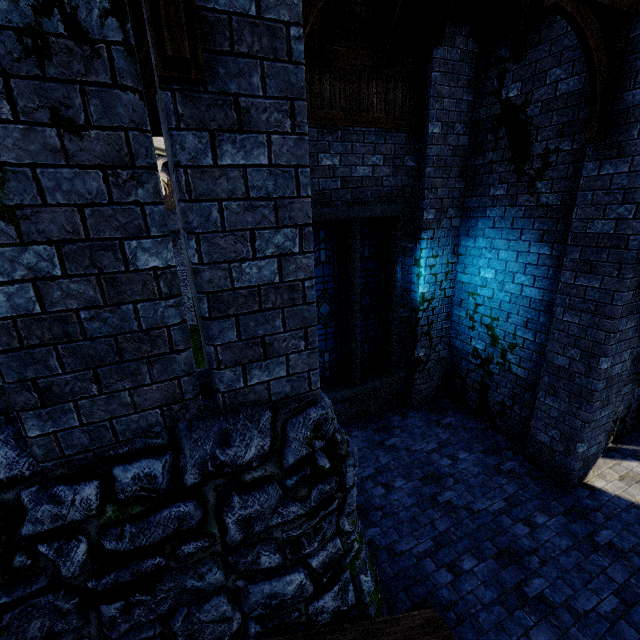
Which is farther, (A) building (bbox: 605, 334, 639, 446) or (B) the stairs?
(A) building (bbox: 605, 334, 639, 446)

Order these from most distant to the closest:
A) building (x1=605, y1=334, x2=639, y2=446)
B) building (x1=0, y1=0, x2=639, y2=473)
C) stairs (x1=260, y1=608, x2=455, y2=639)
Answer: building (x1=605, y1=334, x2=639, y2=446) < stairs (x1=260, y1=608, x2=455, y2=639) < building (x1=0, y1=0, x2=639, y2=473)

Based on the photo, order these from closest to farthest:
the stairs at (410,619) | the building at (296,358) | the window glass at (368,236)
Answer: the building at (296,358) < the stairs at (410,619) < the window glass at (368,236)

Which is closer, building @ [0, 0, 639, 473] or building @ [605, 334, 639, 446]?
building @ [0, 0, 639, 473]

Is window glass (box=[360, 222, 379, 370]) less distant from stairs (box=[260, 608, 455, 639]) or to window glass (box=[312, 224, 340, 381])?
window glass (box=[312, 224, 340, 381])

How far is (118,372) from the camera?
2.0 meters

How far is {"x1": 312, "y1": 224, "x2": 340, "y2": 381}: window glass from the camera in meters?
6.2 m

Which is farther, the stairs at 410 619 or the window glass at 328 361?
the window glass at 328 361
